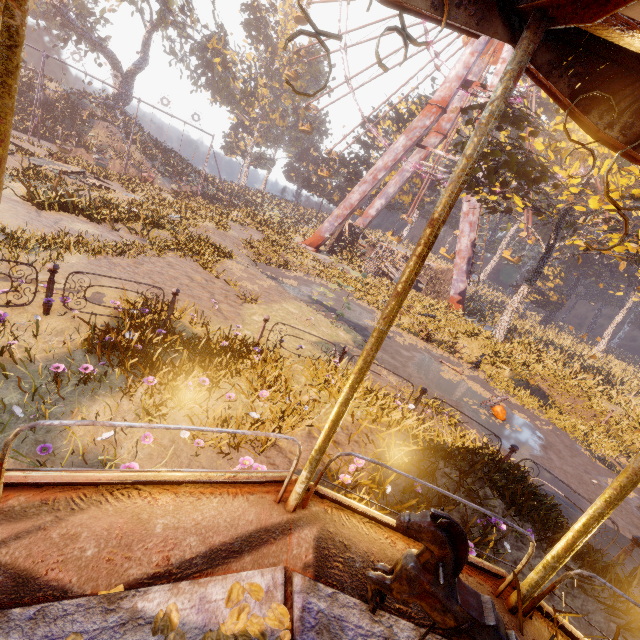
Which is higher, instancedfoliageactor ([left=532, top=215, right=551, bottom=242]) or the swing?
instancedfoliageactor ([left=532, top=215, right=551, bottom=242])

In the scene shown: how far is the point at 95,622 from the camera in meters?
1.6 m

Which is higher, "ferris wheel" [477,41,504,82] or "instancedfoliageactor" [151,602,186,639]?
"ferris wheel" [477,41,504,82]

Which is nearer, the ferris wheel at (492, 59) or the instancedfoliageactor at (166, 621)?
the instancedfoliageactor at (166, 621)

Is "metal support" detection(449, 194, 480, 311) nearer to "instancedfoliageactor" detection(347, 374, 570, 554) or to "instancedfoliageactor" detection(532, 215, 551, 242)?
"instancedfoliageactor" detection(532, 215, 551, 242)

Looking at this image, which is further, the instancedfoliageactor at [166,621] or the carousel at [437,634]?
the carousel at [437,634]

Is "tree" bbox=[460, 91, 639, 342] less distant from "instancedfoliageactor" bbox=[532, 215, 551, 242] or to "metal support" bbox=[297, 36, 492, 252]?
"metal support" bbox=[297, 36, 492, 252]

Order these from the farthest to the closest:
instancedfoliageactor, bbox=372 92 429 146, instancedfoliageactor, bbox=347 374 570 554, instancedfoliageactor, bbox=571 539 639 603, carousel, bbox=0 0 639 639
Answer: instancedfoliageactor, bbox=372 92 429 146, instancedfoliageactor, bbox=347 374 570 554, instancedfoliageactor, bbox=571 539 639 603, carousel, bbox=0 0 639 639
